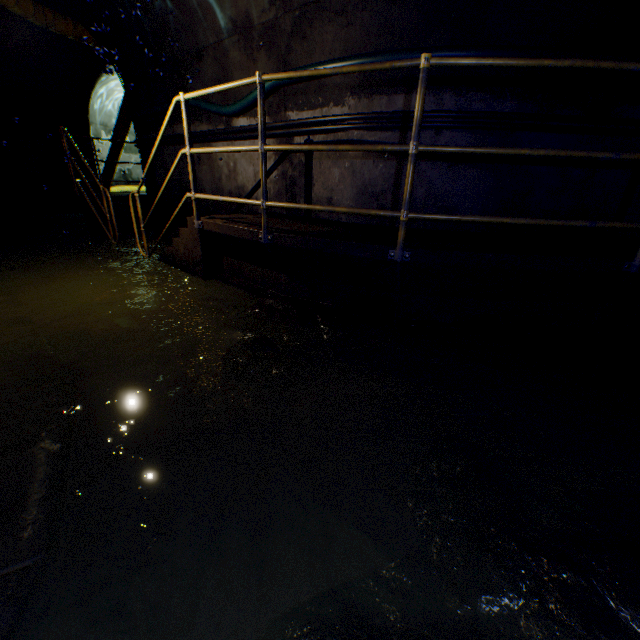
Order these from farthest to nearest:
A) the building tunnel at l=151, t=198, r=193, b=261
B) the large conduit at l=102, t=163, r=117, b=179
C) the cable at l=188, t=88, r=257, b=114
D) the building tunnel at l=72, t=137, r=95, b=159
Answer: the large conduit at l=102, t=163, r=117, b=179 < the building tunnel at l=72, t=137, r=95, b=159 < the building tunnel at l=151, t=198, r=193, b=261 < the cable at l=188, t=88, r=257, b=114

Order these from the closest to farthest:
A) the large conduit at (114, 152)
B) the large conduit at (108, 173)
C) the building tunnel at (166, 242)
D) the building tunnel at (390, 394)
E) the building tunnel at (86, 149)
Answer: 1. the building tunnel at (390, 394)
2. the building tunnel at (166, 242)
3. the building tunnel at (86, 149)
4. the large conduit at (114, 152)
5. the large conduit at (108, 173)

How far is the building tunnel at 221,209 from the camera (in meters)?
5.31

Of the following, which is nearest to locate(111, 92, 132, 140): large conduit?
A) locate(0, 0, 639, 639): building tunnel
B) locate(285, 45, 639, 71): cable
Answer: locate(0, 0, 639, 639): building tunnel

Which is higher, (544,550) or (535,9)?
(535,9)

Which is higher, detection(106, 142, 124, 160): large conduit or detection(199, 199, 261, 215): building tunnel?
detection(106, 142, 124, 160): large conduit
